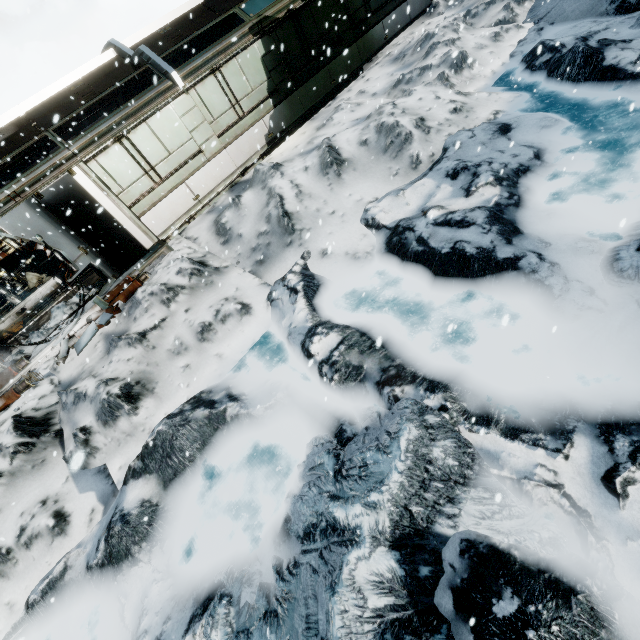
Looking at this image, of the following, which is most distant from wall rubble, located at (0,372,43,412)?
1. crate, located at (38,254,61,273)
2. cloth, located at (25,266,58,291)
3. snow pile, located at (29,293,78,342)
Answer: crate, located at (38,254,61,273)

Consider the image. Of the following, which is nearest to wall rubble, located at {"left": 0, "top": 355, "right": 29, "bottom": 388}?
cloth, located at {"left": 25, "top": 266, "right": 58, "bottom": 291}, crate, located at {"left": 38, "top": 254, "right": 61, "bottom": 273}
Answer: cloth, located at {"left": 25, "top": 266, "right": 58, "bottom": 291}

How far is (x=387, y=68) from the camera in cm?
1240

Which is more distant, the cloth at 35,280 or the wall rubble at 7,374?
the cloth at 35,280

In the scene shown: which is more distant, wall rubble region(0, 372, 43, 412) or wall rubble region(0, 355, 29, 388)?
wall rubble region(0, 355, 29, 388)

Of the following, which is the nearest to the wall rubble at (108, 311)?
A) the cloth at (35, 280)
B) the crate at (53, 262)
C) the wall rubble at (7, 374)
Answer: the wall rubble at (7, 374)

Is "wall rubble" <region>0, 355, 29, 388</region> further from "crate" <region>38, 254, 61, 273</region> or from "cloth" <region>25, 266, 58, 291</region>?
"crate" <region>38, 254, 61, 273</region>

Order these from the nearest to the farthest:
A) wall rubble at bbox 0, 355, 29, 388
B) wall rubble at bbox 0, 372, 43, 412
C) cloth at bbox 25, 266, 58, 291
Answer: wall rubble at bbox 0, 372, 43, 412 < wall rubble at bbox 0, 355, 29, 388 < cloth at bbox 25, 266, 58, 291
